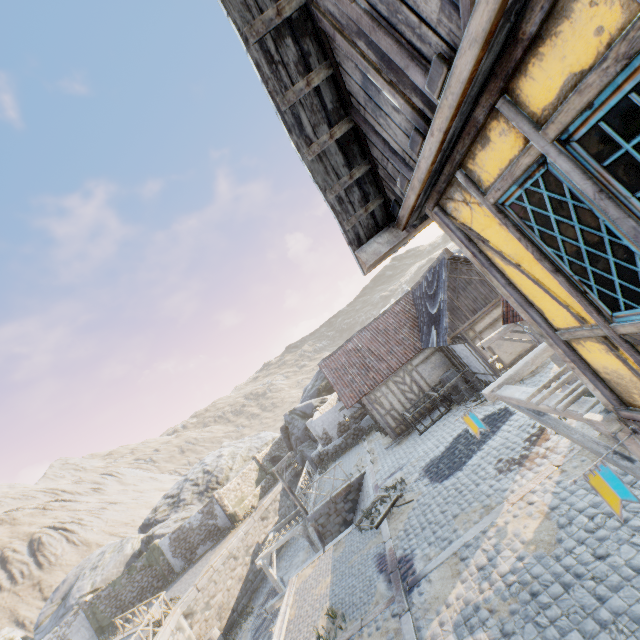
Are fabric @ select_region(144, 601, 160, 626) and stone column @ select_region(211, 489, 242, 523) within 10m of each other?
yes

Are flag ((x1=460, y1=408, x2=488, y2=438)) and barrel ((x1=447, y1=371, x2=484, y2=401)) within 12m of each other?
yes

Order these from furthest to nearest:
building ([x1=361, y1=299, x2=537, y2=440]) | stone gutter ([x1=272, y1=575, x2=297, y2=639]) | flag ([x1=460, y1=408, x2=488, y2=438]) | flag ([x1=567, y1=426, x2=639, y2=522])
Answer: building ([x1=361, y1=299, x2=537, y2=440]) < stone gutter ([x1=272, y1=575, x2=297, y2=639]) < flag ([x1=460, y1=408, x2=488, y2=438]) < flag ([x1=567, y1=426, x2=639, y2=522])

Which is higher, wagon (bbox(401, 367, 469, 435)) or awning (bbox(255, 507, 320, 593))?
wagon (bbox(401, 367, 469, 435))

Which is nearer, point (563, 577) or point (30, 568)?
point (563, 577)

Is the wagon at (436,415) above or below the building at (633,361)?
below

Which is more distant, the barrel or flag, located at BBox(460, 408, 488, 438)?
the barrel

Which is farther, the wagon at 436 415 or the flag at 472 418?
the wagon at 436 415
